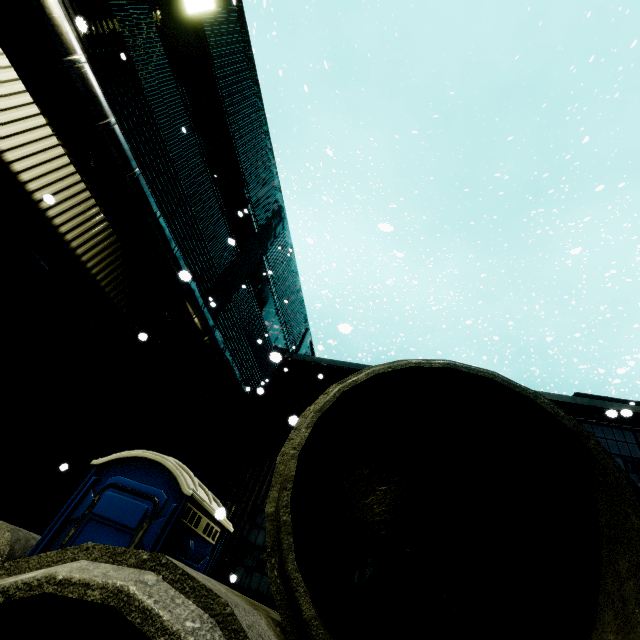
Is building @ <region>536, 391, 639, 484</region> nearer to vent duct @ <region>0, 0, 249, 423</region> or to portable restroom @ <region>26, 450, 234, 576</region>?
vent duct @ <region>0, 0, 249, 423</region>

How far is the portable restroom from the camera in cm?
354

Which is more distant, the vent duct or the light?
the light

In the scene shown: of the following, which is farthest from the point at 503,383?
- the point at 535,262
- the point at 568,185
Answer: the point at 535,262

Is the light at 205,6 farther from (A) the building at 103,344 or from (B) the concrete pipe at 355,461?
(B) the concrete pipe at 355,461

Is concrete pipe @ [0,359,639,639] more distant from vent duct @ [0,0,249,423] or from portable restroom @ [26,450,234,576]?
vent duct @ [0,0,249,423]

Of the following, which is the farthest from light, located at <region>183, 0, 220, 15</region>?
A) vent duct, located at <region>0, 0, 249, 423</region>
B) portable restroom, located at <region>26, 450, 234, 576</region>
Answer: portable restroom, located at <region>26, 450, 234, 576</region>
